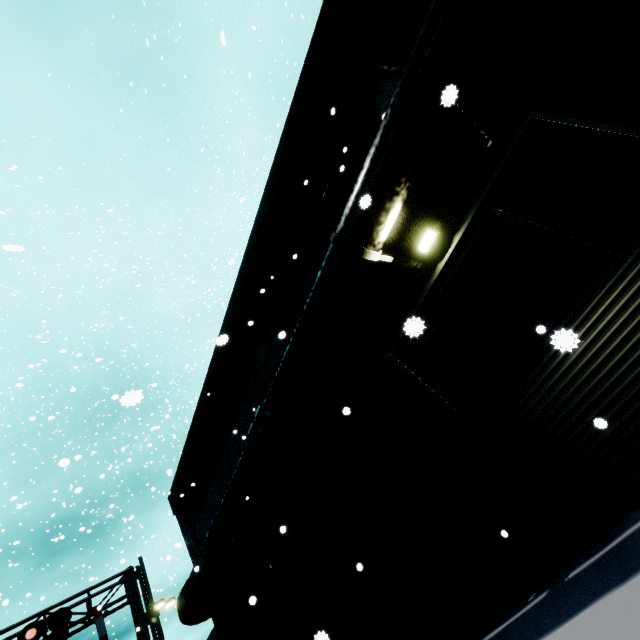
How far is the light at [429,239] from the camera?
6.40m

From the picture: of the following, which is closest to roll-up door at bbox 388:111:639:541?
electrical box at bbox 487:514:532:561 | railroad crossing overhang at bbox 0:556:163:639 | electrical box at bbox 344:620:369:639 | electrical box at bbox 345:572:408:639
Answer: electrical box at bbox 487:514:532:561

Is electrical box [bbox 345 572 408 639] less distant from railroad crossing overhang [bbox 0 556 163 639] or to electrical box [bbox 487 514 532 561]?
electrical box [bbox 487 514 532 561]

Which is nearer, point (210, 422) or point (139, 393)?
point (139, 393)

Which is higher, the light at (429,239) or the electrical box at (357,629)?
the light at (429,239)

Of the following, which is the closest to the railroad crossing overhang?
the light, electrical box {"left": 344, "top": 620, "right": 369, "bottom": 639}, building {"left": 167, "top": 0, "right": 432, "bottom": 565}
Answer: building {"left": 167, "top": 0, "right": 432, "bottom": 565}

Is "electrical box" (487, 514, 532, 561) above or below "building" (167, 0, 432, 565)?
below

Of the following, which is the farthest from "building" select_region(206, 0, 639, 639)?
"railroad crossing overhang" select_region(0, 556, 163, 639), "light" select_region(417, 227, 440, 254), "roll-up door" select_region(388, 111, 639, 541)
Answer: "railroad crossing overhang" select_region(0, 556, 163, 639)
